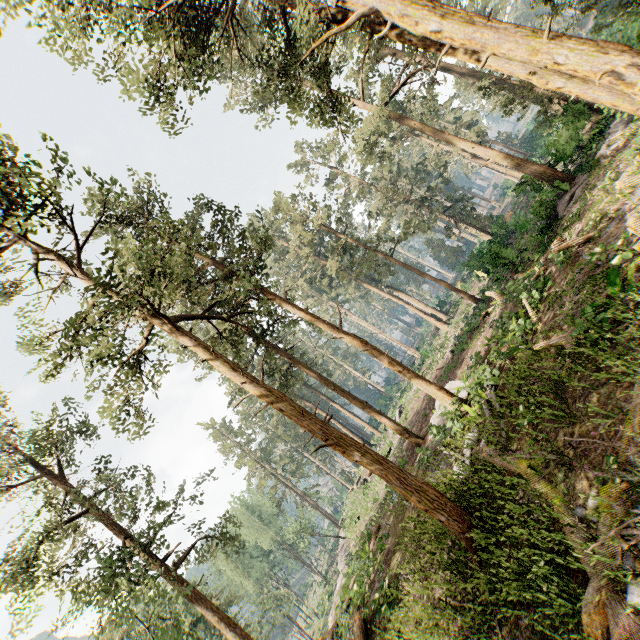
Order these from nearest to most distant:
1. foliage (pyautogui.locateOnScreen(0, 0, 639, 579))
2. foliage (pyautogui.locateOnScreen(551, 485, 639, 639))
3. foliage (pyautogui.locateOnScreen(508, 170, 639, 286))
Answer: foliage (pyautogui.locateOnScreen(551, 485, 639, 639)) → foliage (pyautogui.locateOnScreen(0, 0, 639, 579)) → foliage (pyautogui.locateOnScreen(508, 170, 639, 286))

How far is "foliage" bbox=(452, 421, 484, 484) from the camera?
10.5m

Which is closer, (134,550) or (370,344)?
(134,550)

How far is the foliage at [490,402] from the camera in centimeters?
1008cm

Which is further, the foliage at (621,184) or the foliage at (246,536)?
the foliage at (246,536)

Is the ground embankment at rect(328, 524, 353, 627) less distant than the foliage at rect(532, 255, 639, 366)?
No
